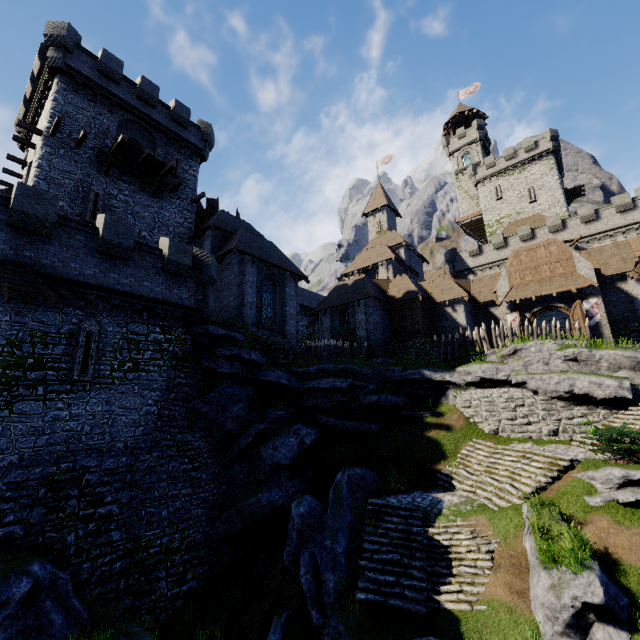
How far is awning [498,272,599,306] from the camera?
23.2m

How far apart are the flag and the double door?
0.3m

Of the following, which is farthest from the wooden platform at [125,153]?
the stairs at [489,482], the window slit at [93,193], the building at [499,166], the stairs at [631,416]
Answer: the building at [499,166]

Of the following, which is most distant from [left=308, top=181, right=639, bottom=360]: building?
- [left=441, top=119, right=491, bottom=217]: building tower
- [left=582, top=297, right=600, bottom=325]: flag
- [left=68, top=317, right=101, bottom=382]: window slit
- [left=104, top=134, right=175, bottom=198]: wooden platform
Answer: [left=441, top=119, right=491, bottom=217]: building tower

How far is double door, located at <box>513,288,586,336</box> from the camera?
22.9 meters

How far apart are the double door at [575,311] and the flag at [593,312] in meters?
0.3

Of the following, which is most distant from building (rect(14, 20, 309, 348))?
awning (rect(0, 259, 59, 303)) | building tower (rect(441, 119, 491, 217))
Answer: building tower (rect(441, 119, 491, 217))

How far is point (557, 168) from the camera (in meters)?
43.91
